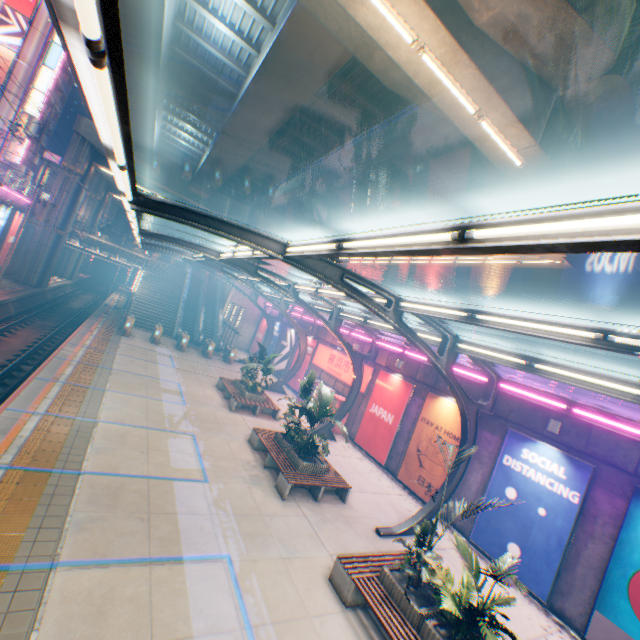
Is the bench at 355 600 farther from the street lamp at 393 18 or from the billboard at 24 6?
the billboard at 24 6

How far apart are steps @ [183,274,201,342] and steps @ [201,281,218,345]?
0.40m

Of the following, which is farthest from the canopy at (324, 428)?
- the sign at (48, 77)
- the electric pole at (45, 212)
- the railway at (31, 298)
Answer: the sign at (48, 77)

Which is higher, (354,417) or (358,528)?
(354,417)

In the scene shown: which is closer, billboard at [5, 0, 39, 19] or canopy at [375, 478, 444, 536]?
canopy at [375, 478, 444, 536]

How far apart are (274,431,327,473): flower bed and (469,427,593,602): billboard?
5.80m

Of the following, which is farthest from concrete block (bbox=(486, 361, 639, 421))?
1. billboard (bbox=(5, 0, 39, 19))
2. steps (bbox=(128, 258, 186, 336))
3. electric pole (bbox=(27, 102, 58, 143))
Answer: billboard (bbox=(5, 0, 39, 19))

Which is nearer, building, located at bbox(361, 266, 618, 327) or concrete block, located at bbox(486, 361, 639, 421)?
concrete block, located at bbox(486, 361, 639, 421)
